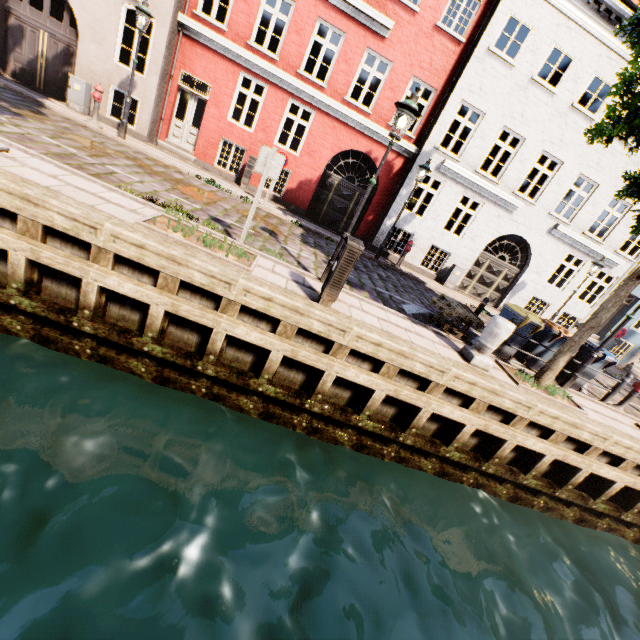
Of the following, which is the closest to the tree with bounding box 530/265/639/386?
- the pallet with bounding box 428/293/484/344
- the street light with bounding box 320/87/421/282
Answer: the street light with bounding box 320/87/421/282

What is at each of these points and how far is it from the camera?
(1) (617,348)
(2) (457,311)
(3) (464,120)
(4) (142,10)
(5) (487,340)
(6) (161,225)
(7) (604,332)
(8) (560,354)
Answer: (1) building, 17.41m
(2) pallet, 7.65m
(3) building, 12.55m
(4) street light, 9.39m
(5) pillar, 6.54m
(6) tree planter, 5.65m
(7) building, 17.02m
(8) tree, 7.17m

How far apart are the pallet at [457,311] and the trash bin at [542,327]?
0.7 meters

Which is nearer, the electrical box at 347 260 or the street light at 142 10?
the electrical box at 347 260

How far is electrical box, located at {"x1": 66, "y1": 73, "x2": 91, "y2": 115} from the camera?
11.14m

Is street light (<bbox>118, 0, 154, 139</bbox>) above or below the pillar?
above

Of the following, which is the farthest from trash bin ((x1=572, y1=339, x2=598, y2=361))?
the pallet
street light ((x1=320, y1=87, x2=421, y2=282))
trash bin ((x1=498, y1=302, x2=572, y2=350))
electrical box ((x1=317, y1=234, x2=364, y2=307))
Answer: electrical box ((x1=317, y1=234, x2=364, y2=307))

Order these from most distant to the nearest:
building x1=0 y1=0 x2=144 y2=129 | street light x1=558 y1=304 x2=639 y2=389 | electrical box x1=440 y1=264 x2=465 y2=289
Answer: electrical box x1=440 y1=264 x2=465 y2=289 → building x1=0 y1=0 x2=144 y2=129 → street light x1=558 y1=304 x2=639 y2=389
